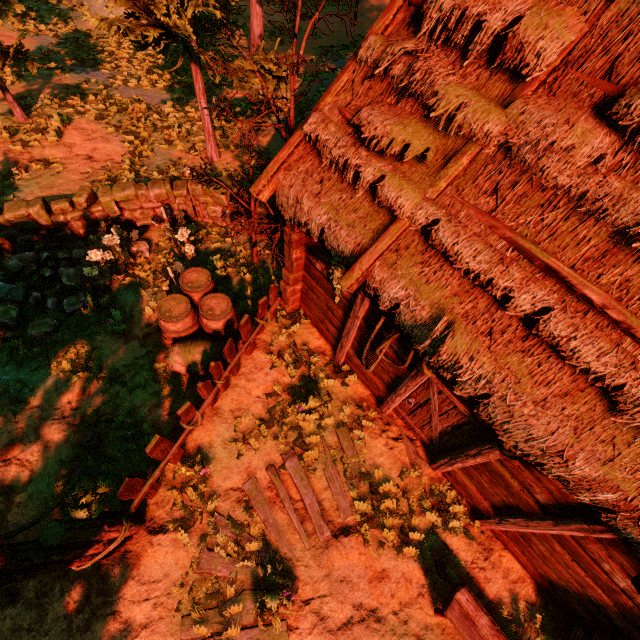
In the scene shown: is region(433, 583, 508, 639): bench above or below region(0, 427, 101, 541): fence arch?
above

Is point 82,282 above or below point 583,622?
below

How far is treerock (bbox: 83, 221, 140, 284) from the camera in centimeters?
675cm

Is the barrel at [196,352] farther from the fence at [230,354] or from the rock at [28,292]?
the rock at [28,292]

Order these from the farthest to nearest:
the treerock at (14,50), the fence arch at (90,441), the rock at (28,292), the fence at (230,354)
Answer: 1. the treerock at (14,50)
2. the rock at (28,292)
3. the fence at (230,354)
4. the fence arch at (90,441)

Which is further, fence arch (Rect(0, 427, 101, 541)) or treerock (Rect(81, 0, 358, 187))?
treerock (Rect(81, 0, 358, 187))

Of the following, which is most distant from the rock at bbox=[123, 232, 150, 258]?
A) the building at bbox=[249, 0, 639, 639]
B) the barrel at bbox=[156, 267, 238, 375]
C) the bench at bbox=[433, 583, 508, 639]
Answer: the bench at bbox=[433, 583, 508, 639]

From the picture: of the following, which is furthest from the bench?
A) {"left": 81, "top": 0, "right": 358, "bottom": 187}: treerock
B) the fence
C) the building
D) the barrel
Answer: the barrel
